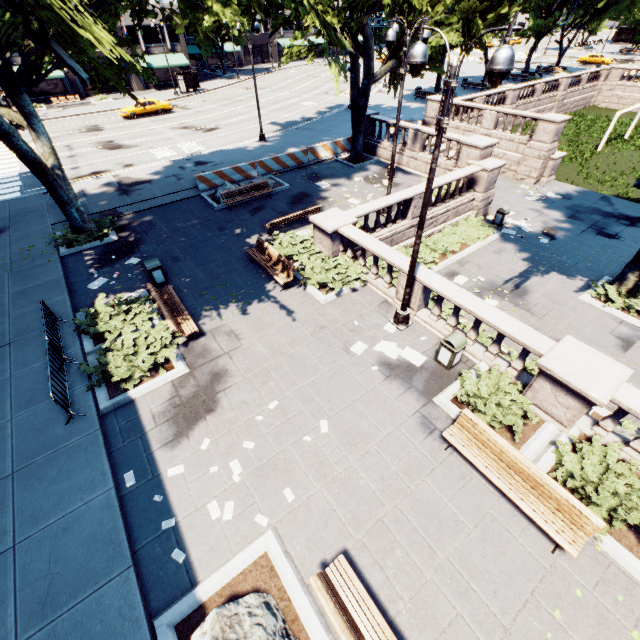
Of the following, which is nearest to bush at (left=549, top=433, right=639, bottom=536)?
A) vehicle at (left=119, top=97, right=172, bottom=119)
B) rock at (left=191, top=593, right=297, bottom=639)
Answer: rock at (left=191, top=593, right=297, bottom=639)

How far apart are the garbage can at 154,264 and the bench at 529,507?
11.27m

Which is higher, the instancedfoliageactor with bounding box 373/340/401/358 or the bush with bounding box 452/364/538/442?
the bush with bounding box 452/364/538/442

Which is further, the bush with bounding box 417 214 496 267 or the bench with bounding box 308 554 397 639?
the bush with bounding box 417 214 496 267

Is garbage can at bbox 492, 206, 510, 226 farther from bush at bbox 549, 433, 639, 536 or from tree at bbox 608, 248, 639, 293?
bush at bbox 549, 433, 639, 536

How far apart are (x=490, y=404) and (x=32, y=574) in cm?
1042

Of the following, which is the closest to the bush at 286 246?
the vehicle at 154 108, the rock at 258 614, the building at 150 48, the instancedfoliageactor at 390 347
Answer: the instancedfoliageactor at 390 347

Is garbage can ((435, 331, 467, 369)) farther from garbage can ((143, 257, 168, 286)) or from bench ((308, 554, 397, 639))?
garbage can ((143, 257, 168, 286))
